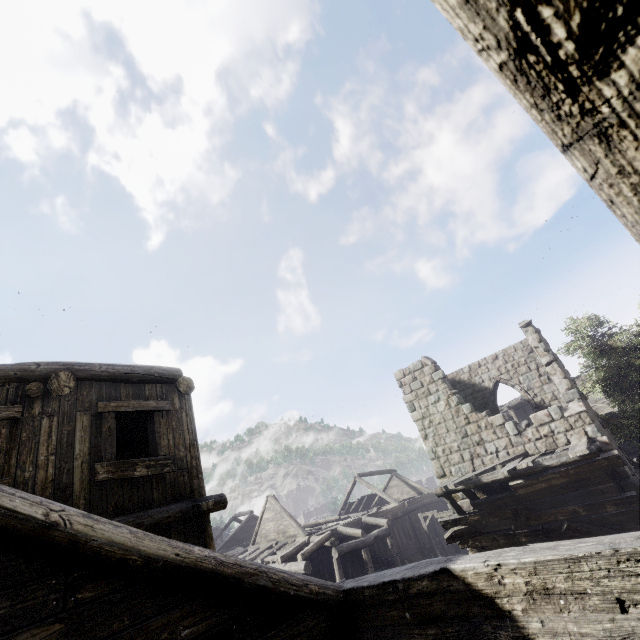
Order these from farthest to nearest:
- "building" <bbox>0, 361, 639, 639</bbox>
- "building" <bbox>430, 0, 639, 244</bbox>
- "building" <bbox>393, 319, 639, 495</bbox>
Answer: "building" <bbox>393, 319, 639, 495</bbox>
"building" <bbox>0, 361, 639, 639</bbox>
"building" <bbox>430, 0, 639, 244</bbox>

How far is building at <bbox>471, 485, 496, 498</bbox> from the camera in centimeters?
1212cm

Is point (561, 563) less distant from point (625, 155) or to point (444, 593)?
point (444, 593)

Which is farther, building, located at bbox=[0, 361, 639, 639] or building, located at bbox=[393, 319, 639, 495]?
building, located at bbox=[393, 319, 639, 495]

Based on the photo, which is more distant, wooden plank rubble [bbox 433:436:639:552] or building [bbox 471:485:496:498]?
building [bbox 471:485:496:498]

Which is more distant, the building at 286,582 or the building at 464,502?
the building at 464,502

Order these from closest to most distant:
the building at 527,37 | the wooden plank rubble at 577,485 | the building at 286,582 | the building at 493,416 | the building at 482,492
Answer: the building at 527,37 < the building at 286,582 < the wooden plank rubble at 577,485 < the building at 493,416 < the building at 482,492
